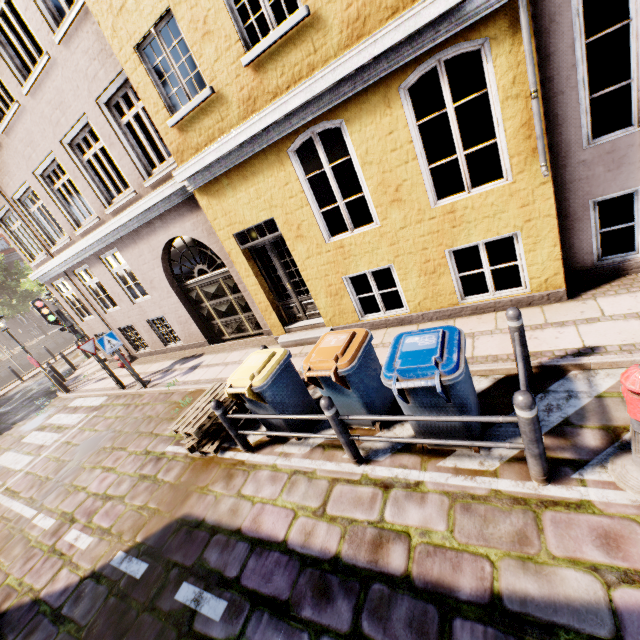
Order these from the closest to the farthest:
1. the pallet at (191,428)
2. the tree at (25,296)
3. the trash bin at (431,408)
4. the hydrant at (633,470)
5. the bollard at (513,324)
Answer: the hydrant at (633,470) < the trash bin at (431,408) < the bollard at (513,324) < the pallet at (191,428) < the tree at (25,296)

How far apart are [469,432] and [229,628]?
3.1 meters

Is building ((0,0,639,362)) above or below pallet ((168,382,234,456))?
above

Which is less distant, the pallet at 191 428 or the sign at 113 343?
the pallet at 191 428

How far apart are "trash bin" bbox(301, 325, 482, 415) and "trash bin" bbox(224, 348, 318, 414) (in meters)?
1.65

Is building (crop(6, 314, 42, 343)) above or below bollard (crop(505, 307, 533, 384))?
above

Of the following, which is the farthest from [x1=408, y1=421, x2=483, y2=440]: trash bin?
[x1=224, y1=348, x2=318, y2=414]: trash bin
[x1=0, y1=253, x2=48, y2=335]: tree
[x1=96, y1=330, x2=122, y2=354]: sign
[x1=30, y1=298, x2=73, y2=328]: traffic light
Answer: [x1=0, y1=253, x2=48, y2=335]: tree

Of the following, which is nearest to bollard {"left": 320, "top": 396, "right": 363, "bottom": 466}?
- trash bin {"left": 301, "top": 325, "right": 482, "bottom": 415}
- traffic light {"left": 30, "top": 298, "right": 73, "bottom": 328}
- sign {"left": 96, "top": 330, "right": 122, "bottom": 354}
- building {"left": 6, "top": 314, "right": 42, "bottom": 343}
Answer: trash bin {"left": 301, "top": 325, "right": 482, "bottom": 415}
